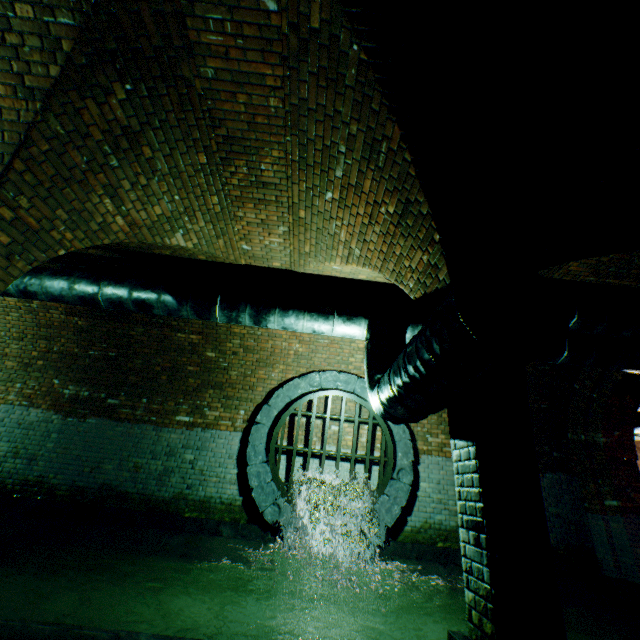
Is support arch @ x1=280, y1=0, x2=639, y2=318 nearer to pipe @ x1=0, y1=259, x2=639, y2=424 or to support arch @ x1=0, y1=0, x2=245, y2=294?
pipe @ x1=0, y1=259, x2=639, y2=424

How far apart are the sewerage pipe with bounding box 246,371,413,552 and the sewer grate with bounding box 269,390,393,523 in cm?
1

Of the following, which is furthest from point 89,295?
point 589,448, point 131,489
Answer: point 589,448

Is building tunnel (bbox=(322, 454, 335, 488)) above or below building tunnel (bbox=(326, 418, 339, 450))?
below

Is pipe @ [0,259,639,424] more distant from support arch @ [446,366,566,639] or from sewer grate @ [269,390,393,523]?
sewer grate @ [269,390,393,523]

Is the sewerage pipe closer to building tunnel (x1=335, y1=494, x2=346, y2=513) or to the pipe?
building tunnel (x1=335, y1=494, x2=346, y2=513)

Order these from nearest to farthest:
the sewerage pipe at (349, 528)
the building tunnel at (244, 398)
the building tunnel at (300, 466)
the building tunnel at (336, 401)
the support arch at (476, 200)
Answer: the support arch at (476, 200)
the building tunnel at (244, 398)
the sewerage pipe at (349, 528)
the building tunnel at (300, 466)
the building tunnel at (336, 401)

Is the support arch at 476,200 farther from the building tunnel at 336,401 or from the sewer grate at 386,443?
the sewer grate at 386,443
